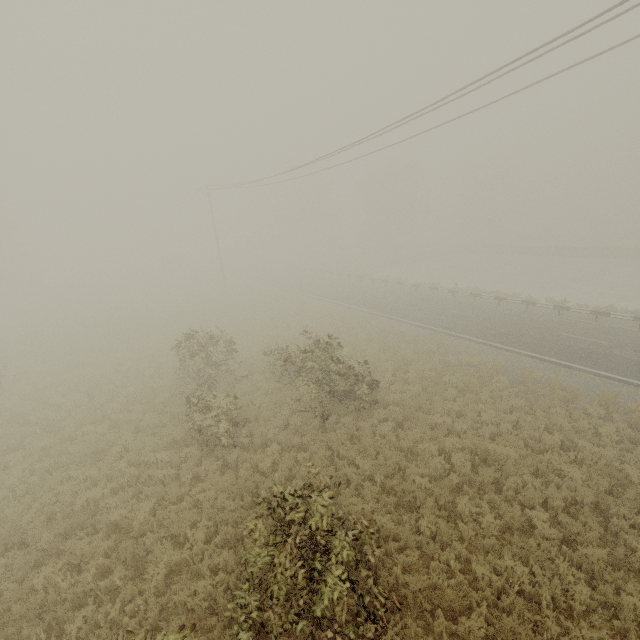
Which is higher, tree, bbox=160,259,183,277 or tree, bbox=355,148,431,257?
tree, bbox=355,148,431,257

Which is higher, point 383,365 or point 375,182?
point 375,182

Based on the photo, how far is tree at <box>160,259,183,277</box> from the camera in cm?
5450

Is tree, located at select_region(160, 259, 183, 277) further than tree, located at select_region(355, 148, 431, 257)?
Yes

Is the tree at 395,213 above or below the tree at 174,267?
above

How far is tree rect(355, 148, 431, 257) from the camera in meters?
51.6 m

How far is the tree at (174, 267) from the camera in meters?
54.5
